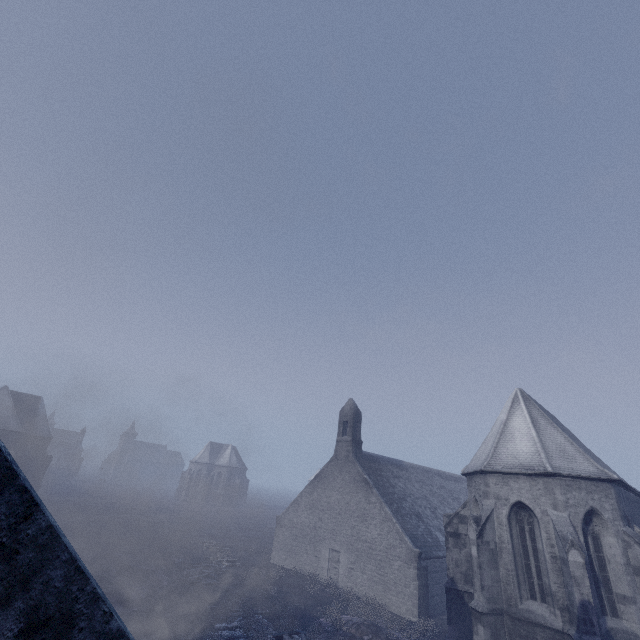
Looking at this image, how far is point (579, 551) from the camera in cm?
1173
